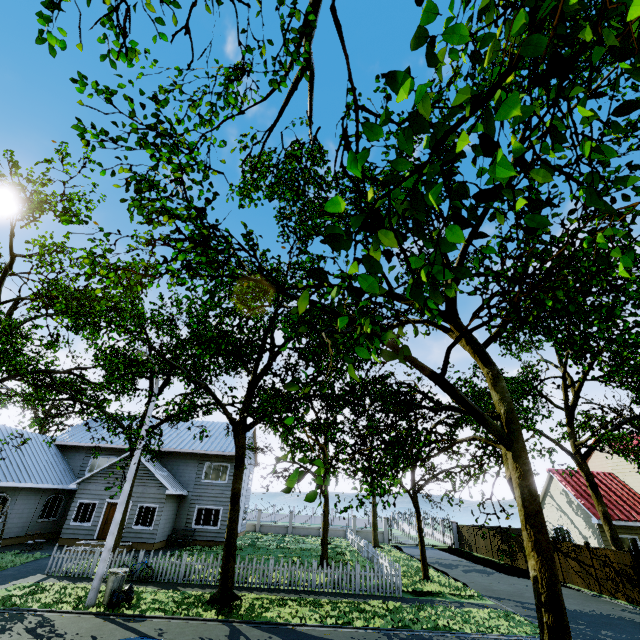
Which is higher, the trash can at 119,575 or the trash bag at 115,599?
the trash can at 119,575

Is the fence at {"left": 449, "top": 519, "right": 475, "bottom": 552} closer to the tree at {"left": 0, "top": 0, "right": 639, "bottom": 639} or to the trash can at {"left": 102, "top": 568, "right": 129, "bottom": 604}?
the tree at {"left": 0, "top": 0, "right": 639, "bottom": 639}

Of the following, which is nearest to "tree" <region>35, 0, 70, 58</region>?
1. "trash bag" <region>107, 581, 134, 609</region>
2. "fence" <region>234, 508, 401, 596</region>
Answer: "fence" <region>234, 508, 401, 596</region>

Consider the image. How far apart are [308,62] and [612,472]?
Answer: 35.6 meters

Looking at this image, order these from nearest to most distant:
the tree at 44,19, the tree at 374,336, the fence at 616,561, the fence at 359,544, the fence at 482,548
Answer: the tree at 374,336
the tree at 44,19
the fence at 359,544
the fence at 616,561
the fence at 482,548

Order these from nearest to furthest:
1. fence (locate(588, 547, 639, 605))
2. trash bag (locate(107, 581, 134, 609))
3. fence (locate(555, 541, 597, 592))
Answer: trash bag (locate(107, 581, 134, 609))
fence (locate(588, 547, 639, 605))
fence (locate(555, 541, 597, 592))

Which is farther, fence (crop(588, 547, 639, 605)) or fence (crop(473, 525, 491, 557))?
fence (crop(473, 525, 491, 557))

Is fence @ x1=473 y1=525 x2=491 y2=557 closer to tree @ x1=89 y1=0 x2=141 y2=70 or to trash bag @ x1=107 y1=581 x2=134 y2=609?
tree @ x1=89 y1=0 x2=141 y2=70
